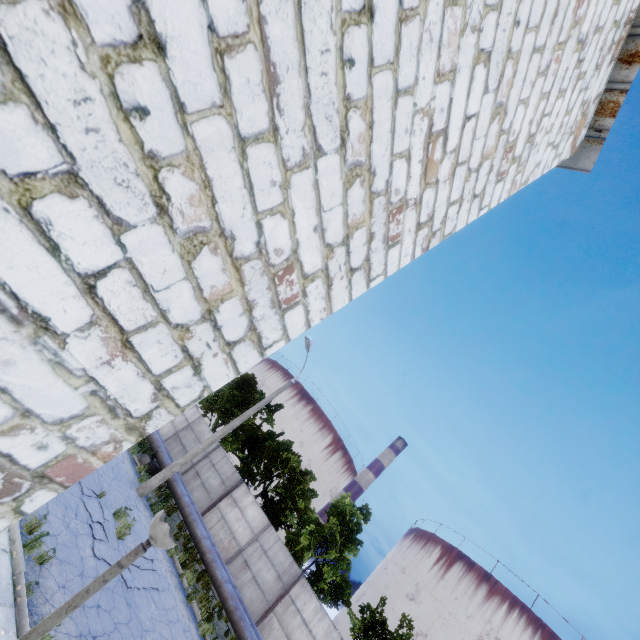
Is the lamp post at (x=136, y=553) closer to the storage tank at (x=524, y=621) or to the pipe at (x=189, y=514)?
the pipe at (x=189, y=514)

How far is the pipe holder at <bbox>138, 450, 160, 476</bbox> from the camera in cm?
1718

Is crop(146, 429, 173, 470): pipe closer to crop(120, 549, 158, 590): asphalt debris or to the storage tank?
crop(120, 549, 158, 590): asphalt debris

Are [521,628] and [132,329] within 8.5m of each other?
no

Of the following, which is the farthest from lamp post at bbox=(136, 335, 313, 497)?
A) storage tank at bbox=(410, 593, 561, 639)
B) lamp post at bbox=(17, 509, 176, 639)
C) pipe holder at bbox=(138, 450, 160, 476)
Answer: storage tank at bbox=(410, 593, 561, 639)

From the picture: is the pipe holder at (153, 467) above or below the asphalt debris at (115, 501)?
above

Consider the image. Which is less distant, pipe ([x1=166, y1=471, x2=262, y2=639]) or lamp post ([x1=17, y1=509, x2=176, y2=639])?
lamp post ([x1=17, y1=509, x2=176, y2=639])

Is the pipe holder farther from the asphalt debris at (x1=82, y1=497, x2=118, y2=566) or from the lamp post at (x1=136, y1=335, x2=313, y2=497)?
the asphalt debris at (x1=82, y1=497, x2=118, y2=566)
